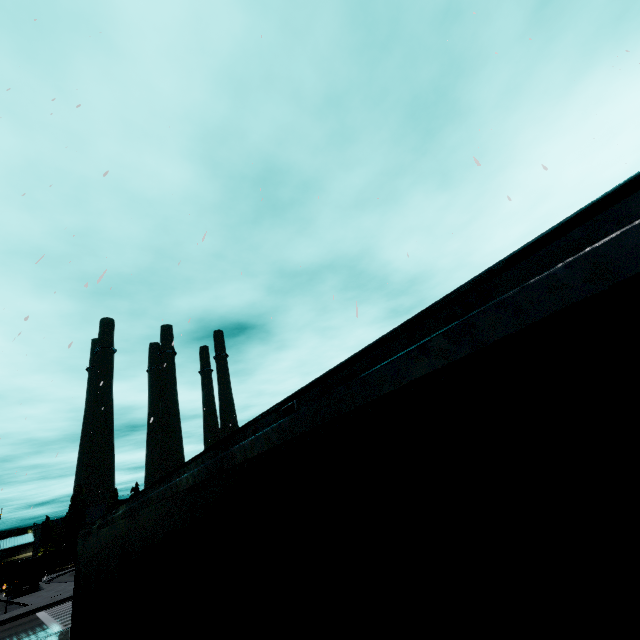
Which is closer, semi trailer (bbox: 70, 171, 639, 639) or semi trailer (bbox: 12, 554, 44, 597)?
semi trailer (bbox: 70, 171, 639, 639)

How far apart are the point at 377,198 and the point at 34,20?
10.4m

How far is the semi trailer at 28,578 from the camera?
37.94m

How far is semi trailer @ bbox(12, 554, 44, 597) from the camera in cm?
3794

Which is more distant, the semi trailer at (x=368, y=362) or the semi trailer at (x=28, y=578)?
the semi trailer at (x=28, y=578)
